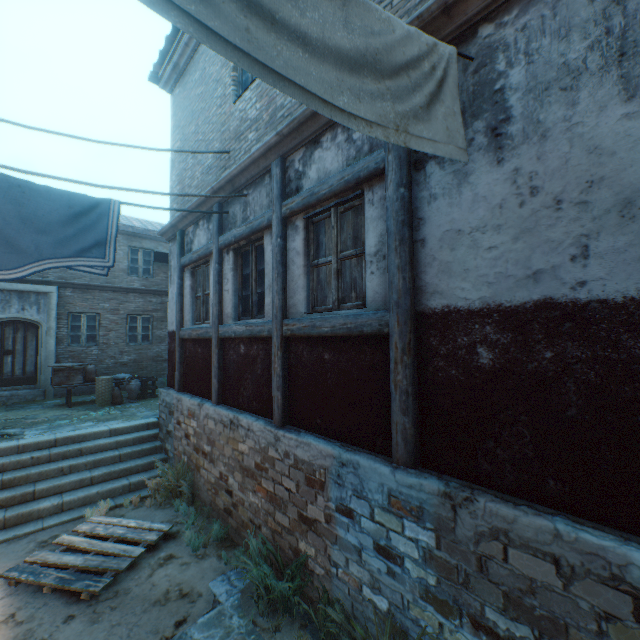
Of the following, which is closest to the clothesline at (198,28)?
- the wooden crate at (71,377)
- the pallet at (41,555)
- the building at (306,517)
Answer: the building at (306,517)

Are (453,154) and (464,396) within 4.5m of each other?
yes

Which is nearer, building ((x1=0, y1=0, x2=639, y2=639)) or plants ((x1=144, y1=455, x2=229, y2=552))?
building ((x1=0, y1=0, x2=639, y2=639))

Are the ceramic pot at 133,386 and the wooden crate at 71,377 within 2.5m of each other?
yes

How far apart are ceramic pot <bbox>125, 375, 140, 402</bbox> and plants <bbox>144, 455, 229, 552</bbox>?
5.14m

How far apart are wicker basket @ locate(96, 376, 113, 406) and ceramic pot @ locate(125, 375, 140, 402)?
0.36m

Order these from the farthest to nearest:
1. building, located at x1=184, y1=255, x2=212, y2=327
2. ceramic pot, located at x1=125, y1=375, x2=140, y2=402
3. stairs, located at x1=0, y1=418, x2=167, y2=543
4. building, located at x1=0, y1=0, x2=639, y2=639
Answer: ceramic pot, located at x1=125, y1=375, x2=140, y2=402 < building, located at x1=184, y1=255, x2=212, y2=327 < stairs, located at x1=0, y1=418, x2=167, y2=543 < building, located at x1=0, y1=0, x2=639, y2=639

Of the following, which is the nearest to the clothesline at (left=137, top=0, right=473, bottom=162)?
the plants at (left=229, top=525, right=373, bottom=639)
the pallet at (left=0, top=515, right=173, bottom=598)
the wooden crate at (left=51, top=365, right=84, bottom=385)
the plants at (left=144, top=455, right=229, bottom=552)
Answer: the plants at (left=229, top=525, right=373, bottom=639)
